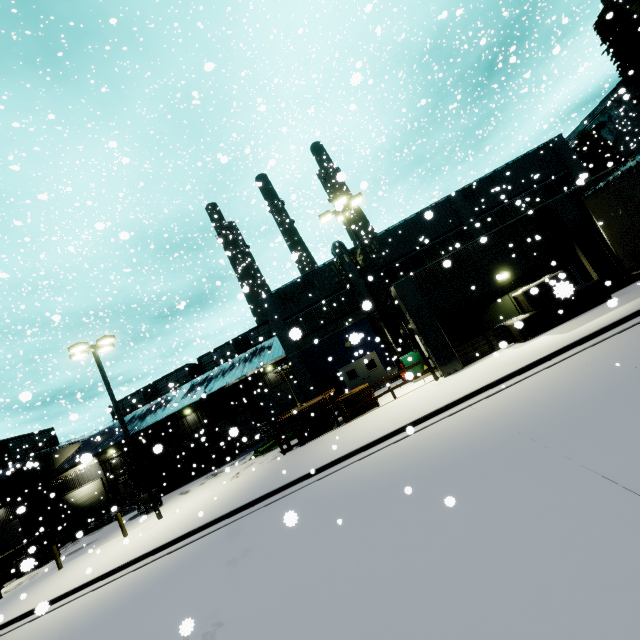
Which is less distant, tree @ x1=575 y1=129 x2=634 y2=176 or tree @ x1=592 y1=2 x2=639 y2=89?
tree @ x1=592 y1=2 x2=639 y2=89

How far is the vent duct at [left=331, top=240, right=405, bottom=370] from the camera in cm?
2198

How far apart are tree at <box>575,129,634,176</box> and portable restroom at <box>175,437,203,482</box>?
50.94m

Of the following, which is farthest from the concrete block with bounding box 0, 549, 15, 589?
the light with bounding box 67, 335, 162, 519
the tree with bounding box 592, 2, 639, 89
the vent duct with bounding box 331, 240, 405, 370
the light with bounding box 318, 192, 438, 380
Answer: the tree with bounding box 592, 2, 639, 89

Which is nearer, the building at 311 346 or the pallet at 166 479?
the building at 311 346

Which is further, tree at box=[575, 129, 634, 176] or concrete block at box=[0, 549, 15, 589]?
tree at box=[575, 129, 634, 176]

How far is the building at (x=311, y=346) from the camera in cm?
2359

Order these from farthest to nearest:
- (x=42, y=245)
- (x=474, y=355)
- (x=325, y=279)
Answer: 1. (x=42, y=245)
2. (x=325, y=279)
3. (x=474, y=355)
